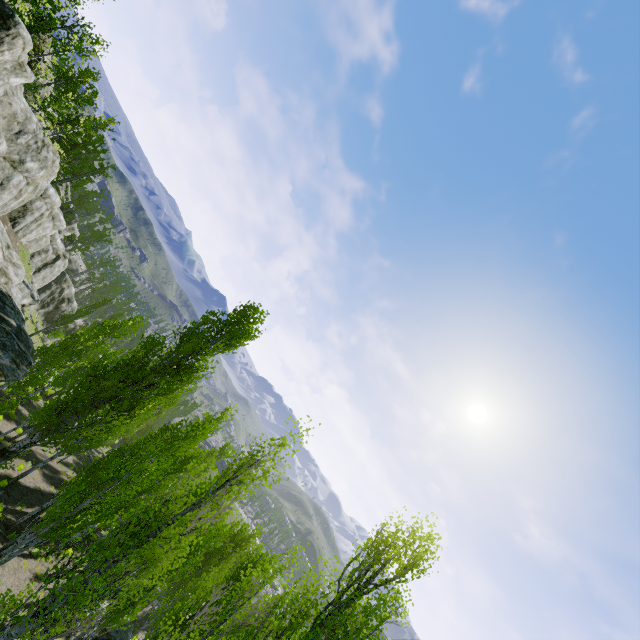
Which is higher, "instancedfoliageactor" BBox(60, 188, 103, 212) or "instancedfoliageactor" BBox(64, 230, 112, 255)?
"instancedfoliageactor" BBox(60, 188, 103, 212)

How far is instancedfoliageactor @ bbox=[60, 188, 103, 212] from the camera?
47.34m

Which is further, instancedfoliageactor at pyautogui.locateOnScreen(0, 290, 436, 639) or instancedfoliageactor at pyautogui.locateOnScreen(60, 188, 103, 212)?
instancedfoliageactor at pyautogui.locateOnScreen(60, 188, 103, 212)

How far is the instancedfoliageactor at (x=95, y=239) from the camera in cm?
4991

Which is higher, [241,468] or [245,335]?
[245,335]

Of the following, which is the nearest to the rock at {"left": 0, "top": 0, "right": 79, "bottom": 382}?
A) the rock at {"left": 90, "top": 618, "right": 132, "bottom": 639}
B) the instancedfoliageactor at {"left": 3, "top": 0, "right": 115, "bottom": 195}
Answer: the instancedfoliageactor at {"left": 3, "top": 0, "right": 115, "bottom": 195}

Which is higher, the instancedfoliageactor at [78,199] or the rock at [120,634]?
the instancedfoliageactor at [78,199]
